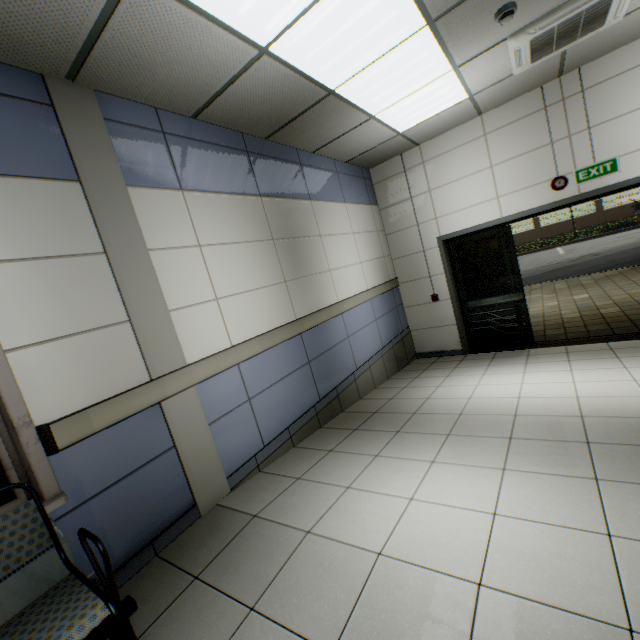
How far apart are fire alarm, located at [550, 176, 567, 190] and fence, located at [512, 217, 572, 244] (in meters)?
31.17

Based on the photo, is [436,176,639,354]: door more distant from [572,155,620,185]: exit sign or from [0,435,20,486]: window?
[0,435,20,486]: window

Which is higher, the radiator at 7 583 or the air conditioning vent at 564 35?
the air conditioning vent at 564 35

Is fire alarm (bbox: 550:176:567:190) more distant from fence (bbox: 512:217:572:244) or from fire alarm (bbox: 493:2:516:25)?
fence (bbox: 512:217:572:244)

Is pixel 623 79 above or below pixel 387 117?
below

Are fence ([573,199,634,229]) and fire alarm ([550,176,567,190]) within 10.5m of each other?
no

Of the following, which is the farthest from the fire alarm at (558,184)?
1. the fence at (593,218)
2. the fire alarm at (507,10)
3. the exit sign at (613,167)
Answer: the fence at (593,218)

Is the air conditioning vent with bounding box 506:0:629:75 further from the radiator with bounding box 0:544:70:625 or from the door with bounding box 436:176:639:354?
the radiator with bounding box 0:544:70:625
